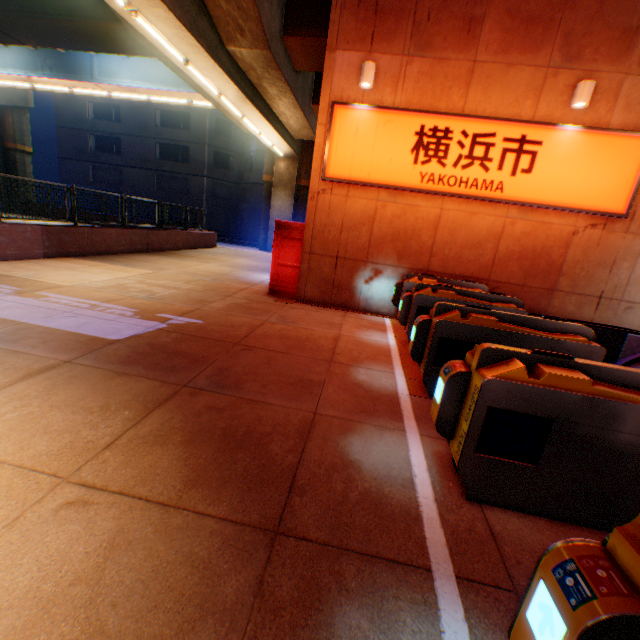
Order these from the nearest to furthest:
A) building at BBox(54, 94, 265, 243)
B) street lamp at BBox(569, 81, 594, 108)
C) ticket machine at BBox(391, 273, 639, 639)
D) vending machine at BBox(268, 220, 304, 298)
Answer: ticket machine at BBox(391, 273, 639, 639) → street lamp at BBox(569, 81, 594, 108) → vending machine at BBox(268, 220, 304, 298) → building at BBox(54, 94, 265, 243)

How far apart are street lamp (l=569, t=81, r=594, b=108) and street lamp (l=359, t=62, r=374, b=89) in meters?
4.1 m

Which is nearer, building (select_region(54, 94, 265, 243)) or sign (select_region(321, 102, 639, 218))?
sign (select_region(321, 102, 639, 218))

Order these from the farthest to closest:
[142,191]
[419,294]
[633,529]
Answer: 1. [142,191]
2. [419,294]
3. [633,529]

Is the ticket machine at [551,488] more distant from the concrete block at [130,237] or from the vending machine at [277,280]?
the vending machine at [277,280]

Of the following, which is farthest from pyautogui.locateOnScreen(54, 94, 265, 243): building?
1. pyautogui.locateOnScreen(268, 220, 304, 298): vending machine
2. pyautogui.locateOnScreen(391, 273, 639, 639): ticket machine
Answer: pyautogui.locateOnScreen(391, 273, 639, 639): ticket machine

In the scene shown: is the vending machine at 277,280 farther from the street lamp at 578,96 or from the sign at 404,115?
the street lamp at 578,96

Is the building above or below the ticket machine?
above
